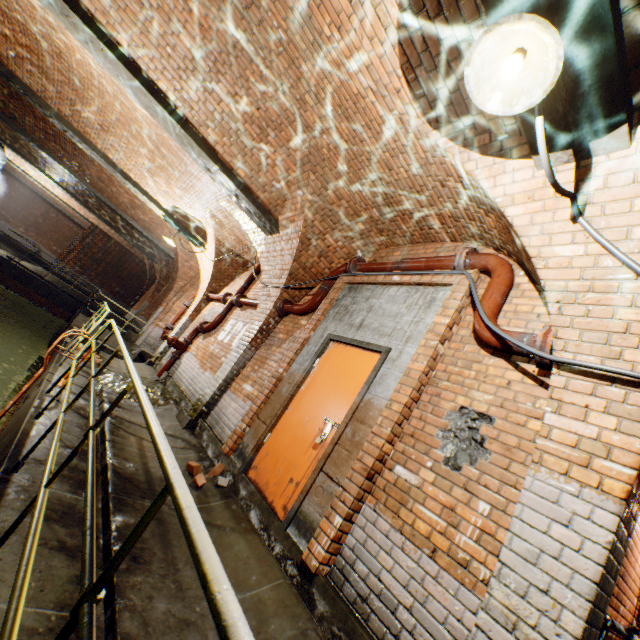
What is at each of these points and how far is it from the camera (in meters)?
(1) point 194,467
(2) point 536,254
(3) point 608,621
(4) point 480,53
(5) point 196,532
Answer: (1) bricks, 4.09
(2) support arch, 2.66
(3) pipe, 2.43
(4) ceiling light, 1.81
(5) railing, 0.78

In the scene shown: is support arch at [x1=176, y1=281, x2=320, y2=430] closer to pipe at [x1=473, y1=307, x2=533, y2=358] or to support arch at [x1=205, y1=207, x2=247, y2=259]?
support arch at [x1=205, y1=207, x2=247, y2=259]

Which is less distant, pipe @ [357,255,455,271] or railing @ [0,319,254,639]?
railing @ [0,319,254,639]

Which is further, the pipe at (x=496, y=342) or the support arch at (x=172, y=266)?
the support arch at (x=172, y=266)

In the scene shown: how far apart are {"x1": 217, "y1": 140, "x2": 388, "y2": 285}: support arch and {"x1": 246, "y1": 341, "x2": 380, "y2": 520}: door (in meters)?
1.82

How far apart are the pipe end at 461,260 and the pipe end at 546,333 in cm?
125

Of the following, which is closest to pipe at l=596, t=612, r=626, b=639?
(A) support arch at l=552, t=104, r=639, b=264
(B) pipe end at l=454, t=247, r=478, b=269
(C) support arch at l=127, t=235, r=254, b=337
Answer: (A) support arch at l=552, t=104, r=639, b=264

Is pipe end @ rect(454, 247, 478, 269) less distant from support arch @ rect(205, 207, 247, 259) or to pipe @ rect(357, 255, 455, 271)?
pipe @ rect(357, 255, 455, 271)
